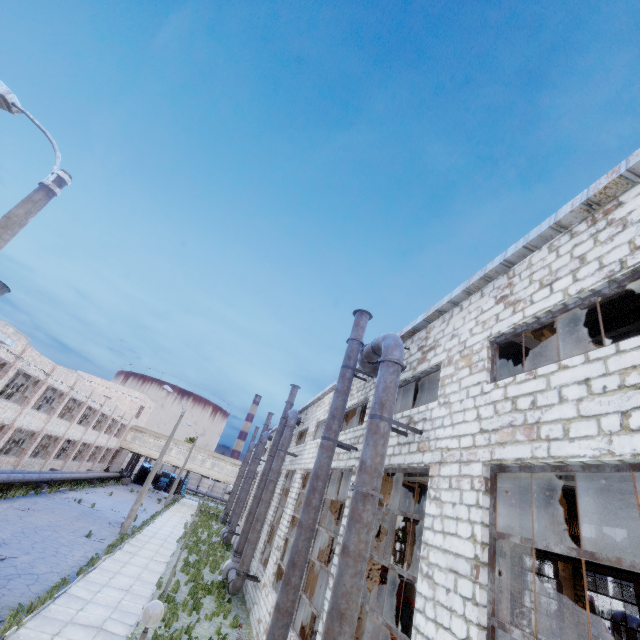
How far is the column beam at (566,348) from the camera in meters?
8.2 m

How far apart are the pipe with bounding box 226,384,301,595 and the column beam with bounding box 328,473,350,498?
5.7 meters

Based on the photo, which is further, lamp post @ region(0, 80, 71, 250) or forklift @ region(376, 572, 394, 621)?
forklift @ region(376, 572, 394, 621)

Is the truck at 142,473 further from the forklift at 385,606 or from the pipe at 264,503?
the forklift at 385,606

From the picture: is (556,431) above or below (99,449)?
above

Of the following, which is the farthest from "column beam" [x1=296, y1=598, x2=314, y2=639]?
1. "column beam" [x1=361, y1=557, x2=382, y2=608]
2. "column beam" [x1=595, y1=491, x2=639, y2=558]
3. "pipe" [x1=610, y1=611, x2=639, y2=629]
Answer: "pipe" [x1=610, y1=611, x2=639, y2=629]

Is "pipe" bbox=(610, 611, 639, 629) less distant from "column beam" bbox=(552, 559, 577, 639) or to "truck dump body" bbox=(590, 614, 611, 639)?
"column beam" bbox=(552, 559, 577, 639)

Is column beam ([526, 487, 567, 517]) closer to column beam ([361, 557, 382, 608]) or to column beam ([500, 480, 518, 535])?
column beam ([361, 557, 382, 608])
